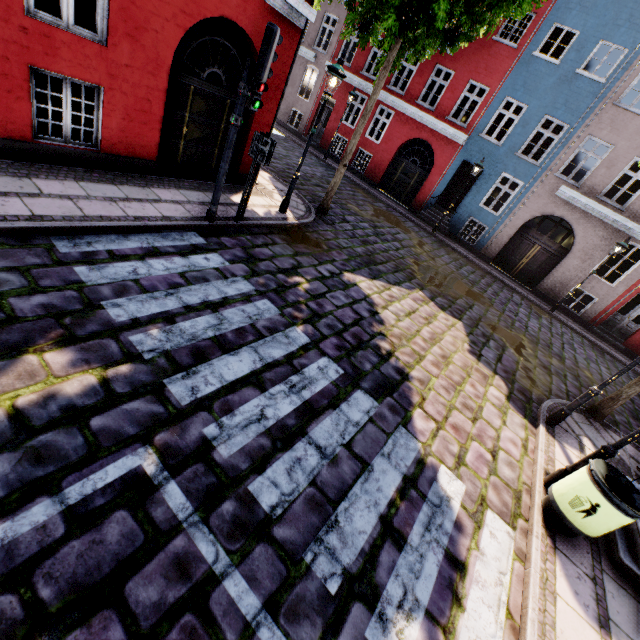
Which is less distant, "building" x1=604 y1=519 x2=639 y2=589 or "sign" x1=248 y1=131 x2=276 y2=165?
"building" x1=604 y1=519 x2=639 y2=589

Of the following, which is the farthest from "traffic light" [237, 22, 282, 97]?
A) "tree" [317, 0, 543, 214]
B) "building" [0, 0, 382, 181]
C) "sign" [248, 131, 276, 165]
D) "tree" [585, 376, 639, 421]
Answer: "tree" [585, 376, 639, 421]

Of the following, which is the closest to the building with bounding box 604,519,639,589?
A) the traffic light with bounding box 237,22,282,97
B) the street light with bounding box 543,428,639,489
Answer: the street light with bounding box 543,428,639,489

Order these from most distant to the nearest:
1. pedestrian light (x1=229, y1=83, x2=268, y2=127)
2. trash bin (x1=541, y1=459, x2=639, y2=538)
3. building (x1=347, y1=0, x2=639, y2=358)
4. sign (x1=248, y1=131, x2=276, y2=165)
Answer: building (x1=347, y1=0, x2=639, y2=358)
sign (x1=248, y1=131, x2=276, y2=165)
pedestrian light (x1=229, y1=83, x2=268, y2=127)
trash bin (x1=541, y1=459, x2=639, y2=538)

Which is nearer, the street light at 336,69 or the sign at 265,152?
the sign at 265,152

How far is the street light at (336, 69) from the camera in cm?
723

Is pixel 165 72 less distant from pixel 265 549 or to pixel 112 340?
pixel 112 340

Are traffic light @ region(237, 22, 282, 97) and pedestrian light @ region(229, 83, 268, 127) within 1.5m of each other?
yes
